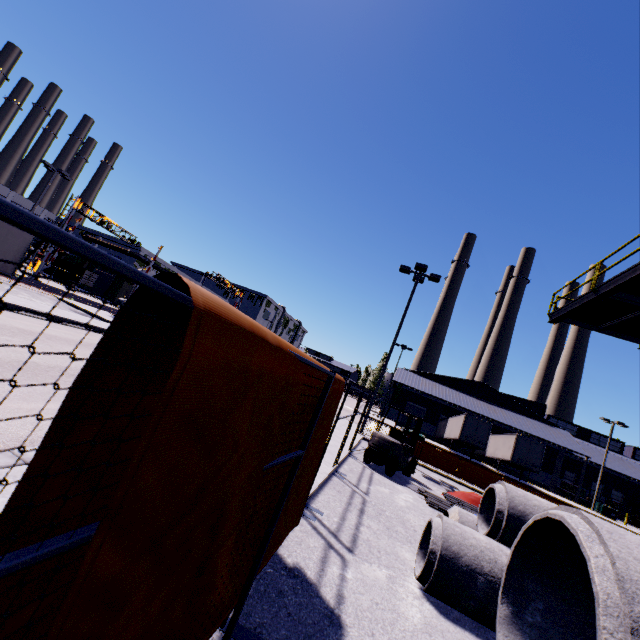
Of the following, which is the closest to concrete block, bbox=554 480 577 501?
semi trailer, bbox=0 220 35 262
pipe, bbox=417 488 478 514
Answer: semi trailer, bbox=0 220 35 262

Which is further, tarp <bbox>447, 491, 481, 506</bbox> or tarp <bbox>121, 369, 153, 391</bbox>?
tarp <bbox>447, 491, 481, 506</bbox>

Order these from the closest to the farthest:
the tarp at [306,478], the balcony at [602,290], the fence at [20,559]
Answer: the fence at [20,559]
the tarp at [306,478]
the balcony at [602,290]

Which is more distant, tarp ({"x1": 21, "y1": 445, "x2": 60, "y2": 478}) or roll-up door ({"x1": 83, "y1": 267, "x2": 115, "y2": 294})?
roll-up door ({"x1": 83, "y1": 267, "x2": 115, "y2": 294})

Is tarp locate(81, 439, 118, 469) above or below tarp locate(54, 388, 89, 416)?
below

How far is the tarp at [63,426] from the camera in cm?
76

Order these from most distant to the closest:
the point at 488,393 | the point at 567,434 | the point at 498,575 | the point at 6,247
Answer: the point at 488,393 → the point at 567,434 → the point at 6,247 → the point at 498,575

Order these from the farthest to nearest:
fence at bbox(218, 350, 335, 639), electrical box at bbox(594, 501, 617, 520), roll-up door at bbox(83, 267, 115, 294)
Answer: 1. roll-up door at bbox(83, 267, 115, 294)
2. electrical box at bbox(594, 501, 617, 520)
3. fence at bbox(218, 350, 335, 639)
